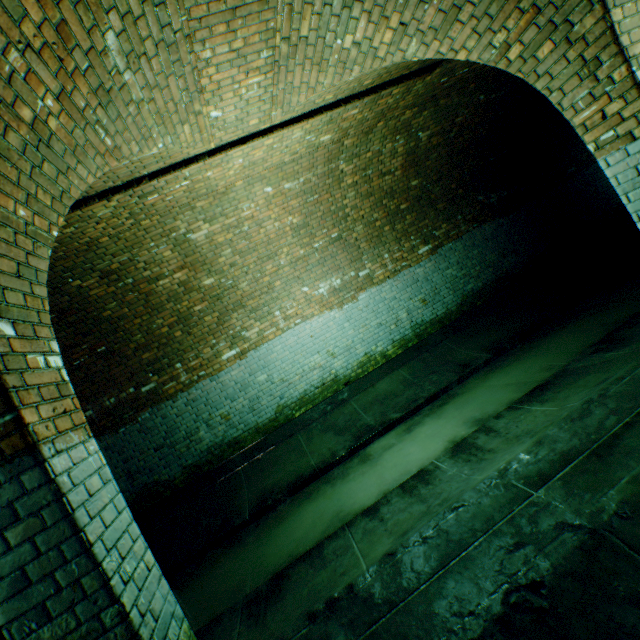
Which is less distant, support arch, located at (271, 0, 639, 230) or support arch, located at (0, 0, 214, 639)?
support arch, located at (0, 0, 214, 639)

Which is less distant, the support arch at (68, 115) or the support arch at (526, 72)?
the support arch at (68, 115)

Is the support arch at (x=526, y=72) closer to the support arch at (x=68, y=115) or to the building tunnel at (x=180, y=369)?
the building tunnel at (x=180, y=369)

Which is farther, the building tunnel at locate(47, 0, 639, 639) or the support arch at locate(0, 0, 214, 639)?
the building tunnel at locate(47, 0, 639, 639)

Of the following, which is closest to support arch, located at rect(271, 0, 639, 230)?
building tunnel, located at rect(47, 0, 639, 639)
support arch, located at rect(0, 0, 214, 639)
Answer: building tunnel, located at rect(47, 0, 639, 639)

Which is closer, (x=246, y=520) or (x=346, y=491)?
(x=346, y=491)

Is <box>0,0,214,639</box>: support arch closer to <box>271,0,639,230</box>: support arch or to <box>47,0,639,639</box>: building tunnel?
<box>47,0,639,639</box>: building tunnel
